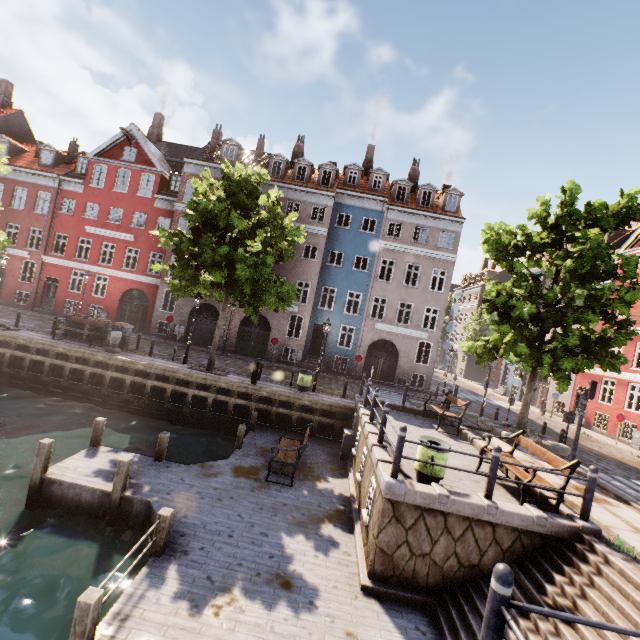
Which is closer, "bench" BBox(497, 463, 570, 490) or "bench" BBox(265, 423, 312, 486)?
"bench" BBox(497, 463, 570, 490)

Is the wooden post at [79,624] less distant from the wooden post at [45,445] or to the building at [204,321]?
the wooden post at [45,445]

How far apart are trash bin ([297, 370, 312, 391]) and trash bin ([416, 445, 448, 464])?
8.84m

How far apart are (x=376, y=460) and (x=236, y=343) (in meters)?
18.93

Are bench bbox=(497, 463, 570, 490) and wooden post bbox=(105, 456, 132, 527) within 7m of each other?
no

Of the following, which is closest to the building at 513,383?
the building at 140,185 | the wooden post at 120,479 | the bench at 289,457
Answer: the building at 140,185

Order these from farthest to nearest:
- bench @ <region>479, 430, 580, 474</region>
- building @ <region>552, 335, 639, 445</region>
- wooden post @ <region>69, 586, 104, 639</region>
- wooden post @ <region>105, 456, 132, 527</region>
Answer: building @ <region>552, 335, 639, 445</region>, wooden post @ <region>105, 456, 132, 527</region>, bench @ <region>479, 430, 580, 474</region>, wooden post @ <region>69, 586, 104, 639</region>

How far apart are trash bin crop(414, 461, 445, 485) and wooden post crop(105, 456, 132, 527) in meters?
7.0
